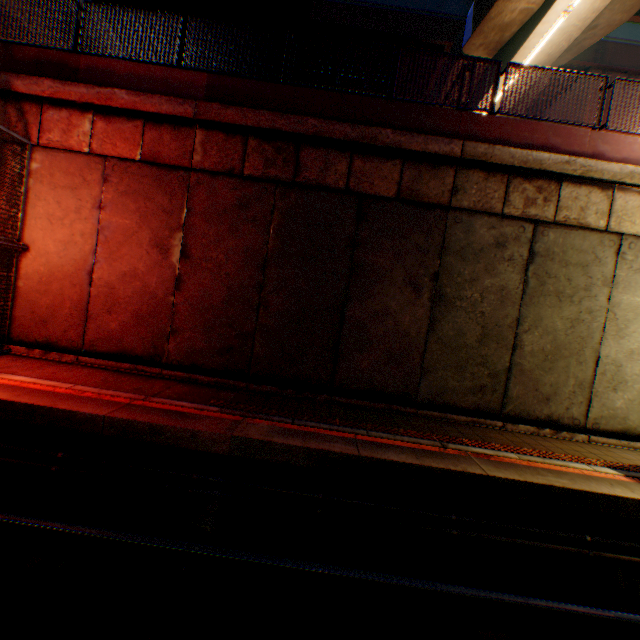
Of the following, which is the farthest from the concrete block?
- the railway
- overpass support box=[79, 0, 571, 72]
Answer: the railway

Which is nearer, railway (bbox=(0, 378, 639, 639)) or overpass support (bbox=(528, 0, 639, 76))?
railway (bbox=(0, 378, 639, 639))

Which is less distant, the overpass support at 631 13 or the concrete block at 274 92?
A: the concrete block at 274 92

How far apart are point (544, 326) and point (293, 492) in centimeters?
670cm

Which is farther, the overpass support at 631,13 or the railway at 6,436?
the overpass support at 631,13

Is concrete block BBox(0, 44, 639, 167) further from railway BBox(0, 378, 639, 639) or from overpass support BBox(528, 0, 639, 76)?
railway BBox(0, 378, 639, 639)
